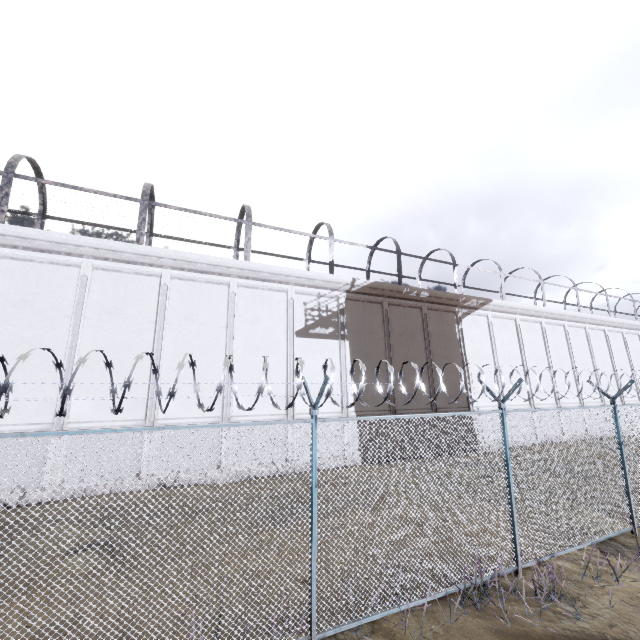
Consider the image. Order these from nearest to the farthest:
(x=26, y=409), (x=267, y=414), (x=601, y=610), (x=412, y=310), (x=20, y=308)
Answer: (x=601, y=610), (x=26, y=409), (x=20, y=308), (x=267, y=414), (x=412, y=310)
